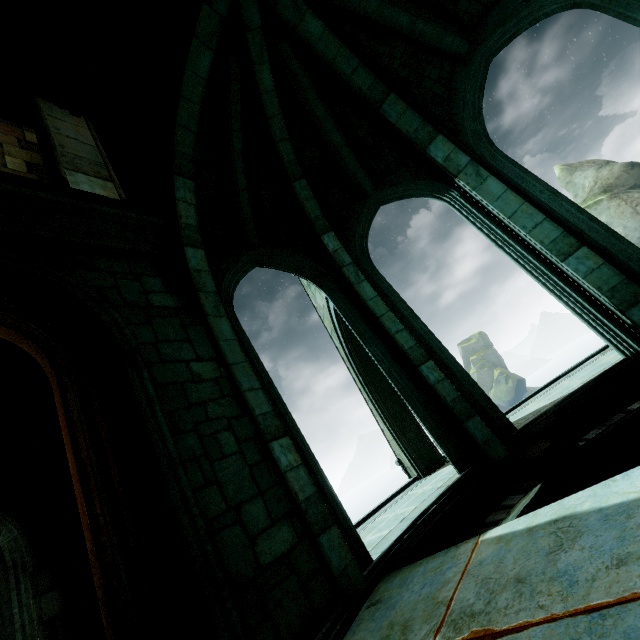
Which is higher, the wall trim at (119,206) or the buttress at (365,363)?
the wall trim at (119,206)

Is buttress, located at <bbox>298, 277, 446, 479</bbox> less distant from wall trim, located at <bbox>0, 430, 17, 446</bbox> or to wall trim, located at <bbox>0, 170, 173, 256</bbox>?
wall trim, located at <bbox>0, 170, 173, 256</bbox>

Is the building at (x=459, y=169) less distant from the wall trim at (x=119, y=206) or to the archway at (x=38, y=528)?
the wall trim at (x=119, y=206)

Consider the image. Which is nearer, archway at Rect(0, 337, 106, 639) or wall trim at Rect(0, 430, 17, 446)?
archway at Rect(0, 337, 106, 639)

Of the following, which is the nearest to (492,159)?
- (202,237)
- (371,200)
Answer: (371,200)

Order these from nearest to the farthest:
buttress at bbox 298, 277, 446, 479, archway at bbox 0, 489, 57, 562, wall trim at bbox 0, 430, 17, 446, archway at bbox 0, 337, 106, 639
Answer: archway at bbox 0, 337, 106, 639, archway at bbox 0, 489, 57, 562, wall trim at bbox 0, 430, 17, 446, buttress at bbox 298, 277, 446, 479

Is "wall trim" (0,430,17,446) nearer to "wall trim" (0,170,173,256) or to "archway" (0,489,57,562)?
"archway" (0,489,57,562)

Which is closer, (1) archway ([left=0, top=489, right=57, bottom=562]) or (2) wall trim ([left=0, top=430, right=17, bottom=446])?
(1) archway ([left=0, top=489, right=57, bottom=562])
